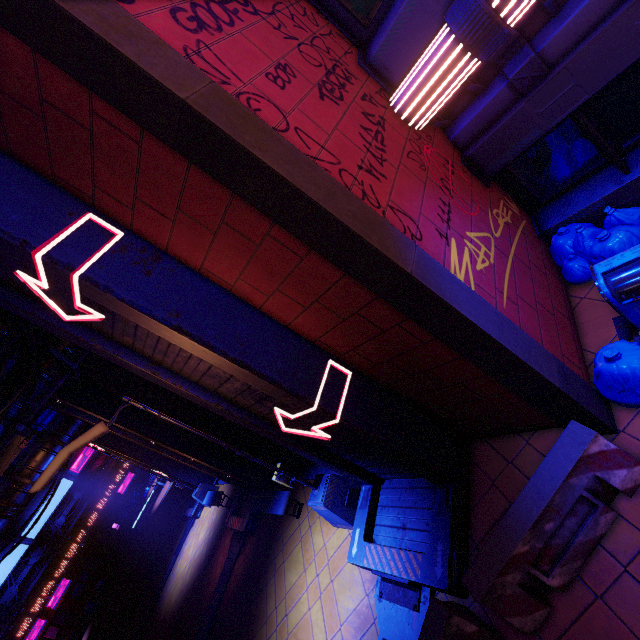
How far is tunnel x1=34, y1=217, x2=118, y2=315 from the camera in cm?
372

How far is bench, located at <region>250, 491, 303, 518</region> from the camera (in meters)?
9.35

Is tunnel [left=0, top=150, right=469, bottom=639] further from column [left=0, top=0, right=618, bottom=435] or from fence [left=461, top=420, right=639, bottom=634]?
column [left=0, top=0, right=618, bottom=435]

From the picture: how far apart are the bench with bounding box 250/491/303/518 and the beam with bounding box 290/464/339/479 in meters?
0.7 m

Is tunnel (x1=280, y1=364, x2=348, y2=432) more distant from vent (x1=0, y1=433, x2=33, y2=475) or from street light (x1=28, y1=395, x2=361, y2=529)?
vent (x1=0, y1=433, x2=33, y2=475)

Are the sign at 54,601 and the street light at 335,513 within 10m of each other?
no

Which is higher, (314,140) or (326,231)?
(314,140)

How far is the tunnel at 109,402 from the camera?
10.2 meters
